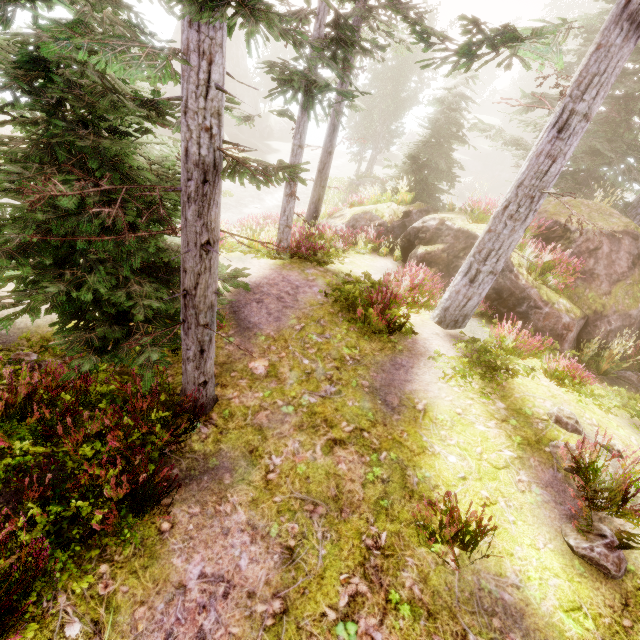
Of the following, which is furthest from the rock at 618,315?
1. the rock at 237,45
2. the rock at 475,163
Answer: the rock at 475,163

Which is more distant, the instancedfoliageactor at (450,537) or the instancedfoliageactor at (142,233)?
the instancedfoliageactor at (450,537)

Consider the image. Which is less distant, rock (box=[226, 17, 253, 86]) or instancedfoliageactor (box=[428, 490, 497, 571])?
instancedfoliageactor (box=[428, 490, 497, 571])

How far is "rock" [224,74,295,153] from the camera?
34.19m

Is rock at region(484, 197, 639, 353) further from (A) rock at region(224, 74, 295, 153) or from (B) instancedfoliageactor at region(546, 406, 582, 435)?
(A) rock at region(224, 74, 295, 153)

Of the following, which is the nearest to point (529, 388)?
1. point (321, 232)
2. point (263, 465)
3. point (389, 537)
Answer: point (389, 537)

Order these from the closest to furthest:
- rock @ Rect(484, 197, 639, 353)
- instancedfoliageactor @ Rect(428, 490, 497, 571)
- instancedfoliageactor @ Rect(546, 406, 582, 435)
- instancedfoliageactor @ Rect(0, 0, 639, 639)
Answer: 1. instancedfoliageactor @ Rect(0, 0, 639, 639)
2. instancedfoliageactor @ Rect(428, 490, 497, 571)
3. instancedfoliageactor @ Rect(546, 406, 582, 435)
4. rock @ Rect(484, 197, 639, 353)
